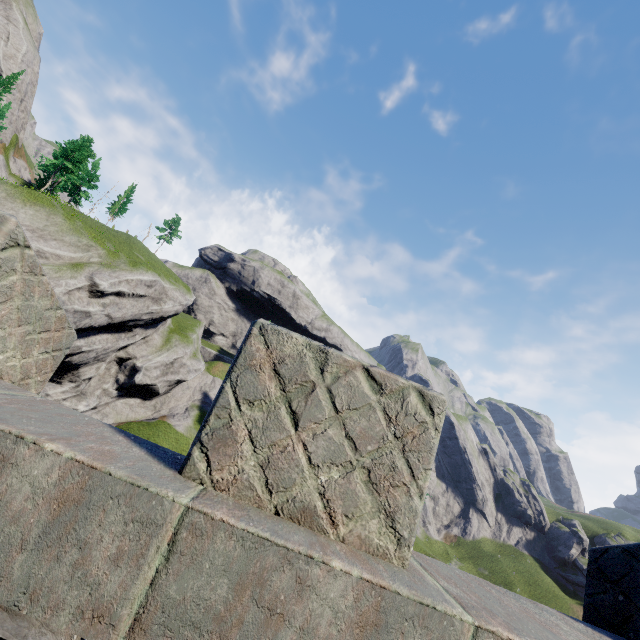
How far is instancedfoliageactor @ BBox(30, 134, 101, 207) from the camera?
40.5m

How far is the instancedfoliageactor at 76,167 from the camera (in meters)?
40.47

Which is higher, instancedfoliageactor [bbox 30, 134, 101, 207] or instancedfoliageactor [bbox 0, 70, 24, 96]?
instancedfoliageactor [bbox 0, 70, 24, 96]

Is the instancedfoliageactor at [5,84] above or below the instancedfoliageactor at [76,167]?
above

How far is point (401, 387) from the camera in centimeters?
202cm

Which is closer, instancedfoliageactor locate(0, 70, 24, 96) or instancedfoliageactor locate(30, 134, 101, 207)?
instancedfoliageactor locate(30, 134, 101, 207)
